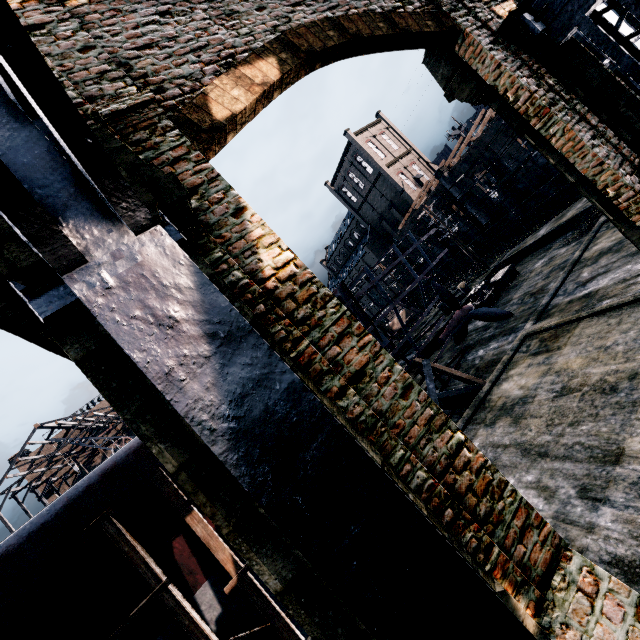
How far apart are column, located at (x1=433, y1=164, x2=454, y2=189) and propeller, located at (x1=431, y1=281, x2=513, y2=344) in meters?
23.7

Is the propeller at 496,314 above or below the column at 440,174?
below

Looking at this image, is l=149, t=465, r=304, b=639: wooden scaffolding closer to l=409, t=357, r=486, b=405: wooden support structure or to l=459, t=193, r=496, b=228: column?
l=409, t=357, r=486, b=405: wooden support structure

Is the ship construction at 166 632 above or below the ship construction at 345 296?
below

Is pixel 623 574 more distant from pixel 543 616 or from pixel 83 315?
pixel 83 315

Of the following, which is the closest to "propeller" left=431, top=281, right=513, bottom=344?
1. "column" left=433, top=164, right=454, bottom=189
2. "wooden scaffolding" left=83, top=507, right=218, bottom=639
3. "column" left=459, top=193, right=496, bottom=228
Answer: "wooden scaffolding" left=83, top=507, right=218, bottom=639

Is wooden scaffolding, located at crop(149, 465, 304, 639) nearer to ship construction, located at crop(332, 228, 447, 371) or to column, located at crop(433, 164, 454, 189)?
ship construction, located at crop(332, 228, 447, 371)

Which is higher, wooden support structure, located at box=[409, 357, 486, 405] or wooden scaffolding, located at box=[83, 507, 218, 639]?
wooden scaffolding, located at box=[83, 507, 218, 639]
